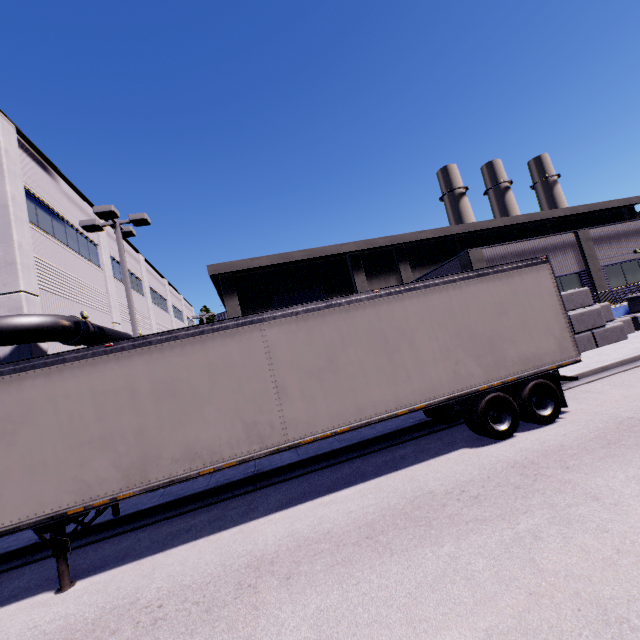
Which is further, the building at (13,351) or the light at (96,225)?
the light at (96,225)

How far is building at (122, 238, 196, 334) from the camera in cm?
2538

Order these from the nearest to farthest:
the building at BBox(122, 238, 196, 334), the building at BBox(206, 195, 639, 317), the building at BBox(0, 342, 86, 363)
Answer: the building at BBox(0, 342, 86, 363)
the building at BBox(206, 195, 639, 317)
the building at BBox(122, 238, 196, 334)

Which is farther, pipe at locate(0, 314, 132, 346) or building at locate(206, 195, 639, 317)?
building at locate(206, 195, 639, 317)

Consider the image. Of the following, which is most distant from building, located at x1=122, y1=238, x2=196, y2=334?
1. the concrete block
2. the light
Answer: the light

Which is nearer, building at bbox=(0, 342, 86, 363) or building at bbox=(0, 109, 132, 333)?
building at bbox=(0, 342, 86, 363)

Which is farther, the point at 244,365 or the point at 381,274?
the point at 381,274

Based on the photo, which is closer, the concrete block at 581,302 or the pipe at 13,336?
the pipe at 13,336
